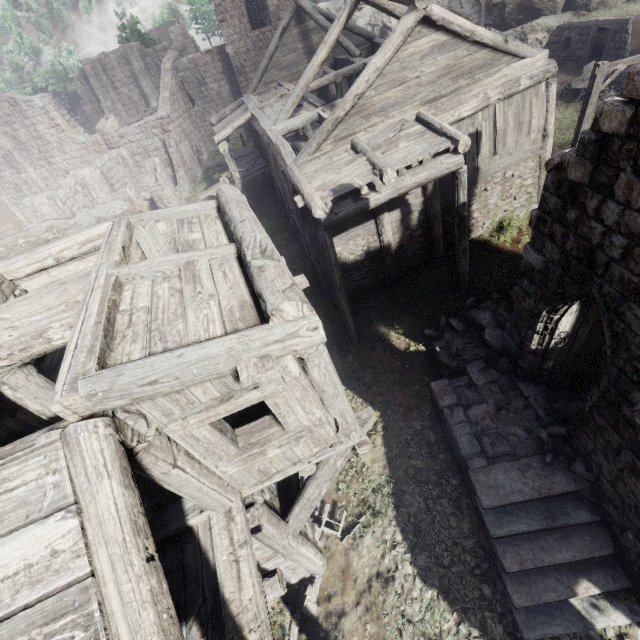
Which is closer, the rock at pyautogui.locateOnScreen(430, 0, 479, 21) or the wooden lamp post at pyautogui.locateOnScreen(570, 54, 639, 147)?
the wooden lamp post at pyautogui.locateOnScreen(570, 54, 639, 147)

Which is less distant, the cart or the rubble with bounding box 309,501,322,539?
the rubble with bounding box 309,501,322,539

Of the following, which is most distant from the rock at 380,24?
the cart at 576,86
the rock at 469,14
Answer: the cart at 576,86

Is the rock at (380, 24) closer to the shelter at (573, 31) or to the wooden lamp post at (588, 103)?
the shelter at (573, 31)

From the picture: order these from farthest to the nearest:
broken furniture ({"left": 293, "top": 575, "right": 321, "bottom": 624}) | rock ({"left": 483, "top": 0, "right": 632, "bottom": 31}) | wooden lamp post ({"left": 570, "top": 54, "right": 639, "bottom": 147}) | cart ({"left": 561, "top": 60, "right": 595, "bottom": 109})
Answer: rock ({"left": 483, "top": 0, "right": 632, "bottom": 31}) < cart ({"left": 561, "top": 60, "right": 595, "bottom": 109}) < wooden lamp post ({"left": 570, "top": 54, "right": 639, "bottom": 147}) < broken furniture ({"left": 293, "top": 575, "right": 321, "bottom": 624})

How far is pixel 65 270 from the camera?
6.3m

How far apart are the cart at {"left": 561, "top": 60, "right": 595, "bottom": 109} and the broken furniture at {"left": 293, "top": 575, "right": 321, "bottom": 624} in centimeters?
2703cm

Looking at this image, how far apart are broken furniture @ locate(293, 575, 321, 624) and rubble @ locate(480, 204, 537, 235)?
14.3m
